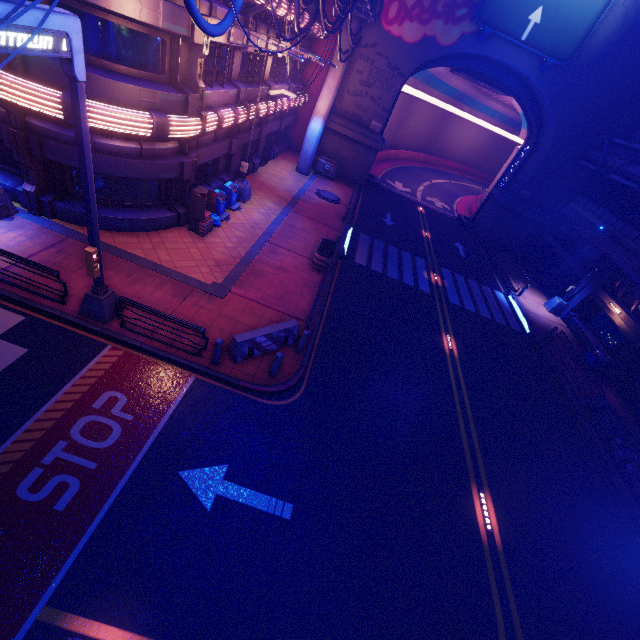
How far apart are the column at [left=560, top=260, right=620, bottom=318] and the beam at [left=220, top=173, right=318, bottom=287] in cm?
2046

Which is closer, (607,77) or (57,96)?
(57,96)

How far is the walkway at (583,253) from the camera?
22.7 meters

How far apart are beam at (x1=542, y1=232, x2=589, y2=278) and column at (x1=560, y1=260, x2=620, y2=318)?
0.00m

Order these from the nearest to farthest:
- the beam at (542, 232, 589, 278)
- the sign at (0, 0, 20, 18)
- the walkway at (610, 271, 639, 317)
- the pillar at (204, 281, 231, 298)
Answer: the sign at (0, 0, 20, 18)
the pillar at (204, 281, 231, 298)
the walkway at (610, 271, 639, 317)
the beam at (542, 232, 589, 278)

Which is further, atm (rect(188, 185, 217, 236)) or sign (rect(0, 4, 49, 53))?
atm (rect(188, 185, 217, 236))

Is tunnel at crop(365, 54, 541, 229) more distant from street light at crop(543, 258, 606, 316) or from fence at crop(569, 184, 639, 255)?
street light at crop(543, 258, 606, 316)

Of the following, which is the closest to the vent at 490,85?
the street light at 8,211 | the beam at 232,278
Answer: the beam at 232,278
